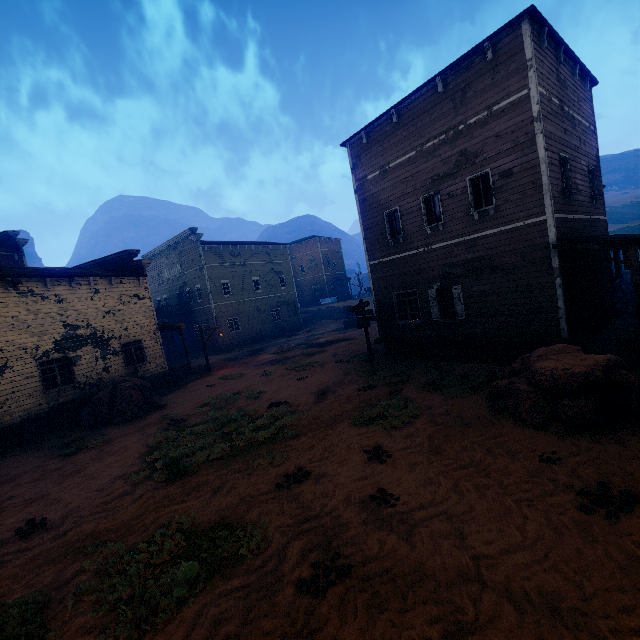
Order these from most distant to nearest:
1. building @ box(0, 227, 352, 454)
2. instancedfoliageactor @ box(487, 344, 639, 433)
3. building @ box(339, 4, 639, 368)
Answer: building @ box(0, 227, 352, 454)
building @ box(339, 4, 639, 368)
instancedfoliageactor @ box(487, 344, 639, 433)

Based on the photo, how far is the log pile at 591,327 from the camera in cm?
1051

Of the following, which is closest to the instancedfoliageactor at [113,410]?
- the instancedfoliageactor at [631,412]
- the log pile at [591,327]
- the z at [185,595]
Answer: the z at [185,595]

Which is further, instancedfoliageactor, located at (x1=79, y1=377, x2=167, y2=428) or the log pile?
instancedfoliageactor, located at (x1=79, y1=377, x2=167, y2=428)

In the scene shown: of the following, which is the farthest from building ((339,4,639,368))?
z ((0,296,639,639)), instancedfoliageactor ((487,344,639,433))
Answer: instancedfoliageactor ((487,344,639,433))

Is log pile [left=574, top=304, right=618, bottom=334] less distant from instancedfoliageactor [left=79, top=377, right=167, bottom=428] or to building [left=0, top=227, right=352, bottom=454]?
building [left=0, top=227, right=352, bottom=454]

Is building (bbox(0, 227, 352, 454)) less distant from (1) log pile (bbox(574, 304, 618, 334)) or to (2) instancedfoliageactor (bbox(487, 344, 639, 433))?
(1) log pile (bbox(574, 304, 618, 334))

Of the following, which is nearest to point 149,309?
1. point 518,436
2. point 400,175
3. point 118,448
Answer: point 118,448
